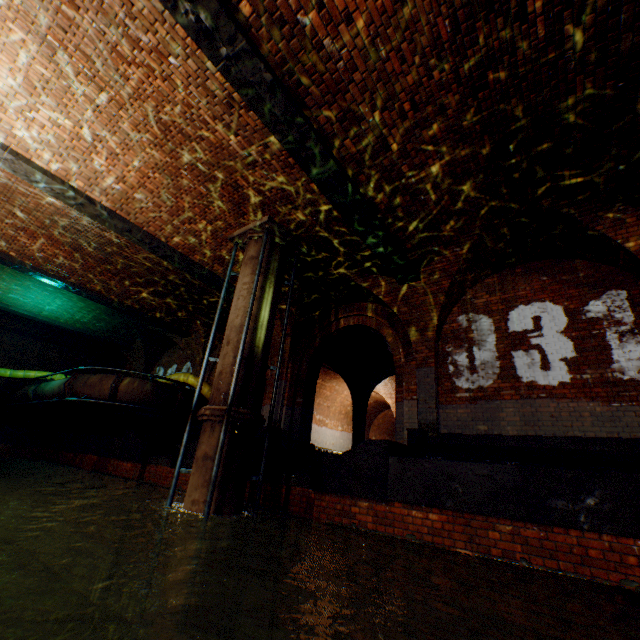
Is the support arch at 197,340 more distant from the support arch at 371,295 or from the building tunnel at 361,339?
the support arch at 371,295

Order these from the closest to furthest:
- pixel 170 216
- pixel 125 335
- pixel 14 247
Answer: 1. pixel 170 216
2. pixel 14 247
3. pixel 125 335

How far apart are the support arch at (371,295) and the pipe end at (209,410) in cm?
367

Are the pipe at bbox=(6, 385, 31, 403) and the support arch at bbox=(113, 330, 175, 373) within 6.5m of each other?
yes

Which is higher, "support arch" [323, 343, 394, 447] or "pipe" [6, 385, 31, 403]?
"support arch" [323, 343, 394, 447]

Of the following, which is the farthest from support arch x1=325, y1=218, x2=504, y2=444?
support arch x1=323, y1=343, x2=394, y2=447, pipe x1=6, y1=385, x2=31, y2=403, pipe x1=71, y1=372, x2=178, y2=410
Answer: pipe x1=6, y1=385, x2=31, y2=403

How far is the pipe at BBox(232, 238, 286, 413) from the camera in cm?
624

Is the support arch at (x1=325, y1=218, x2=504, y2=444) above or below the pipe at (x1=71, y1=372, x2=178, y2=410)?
above
